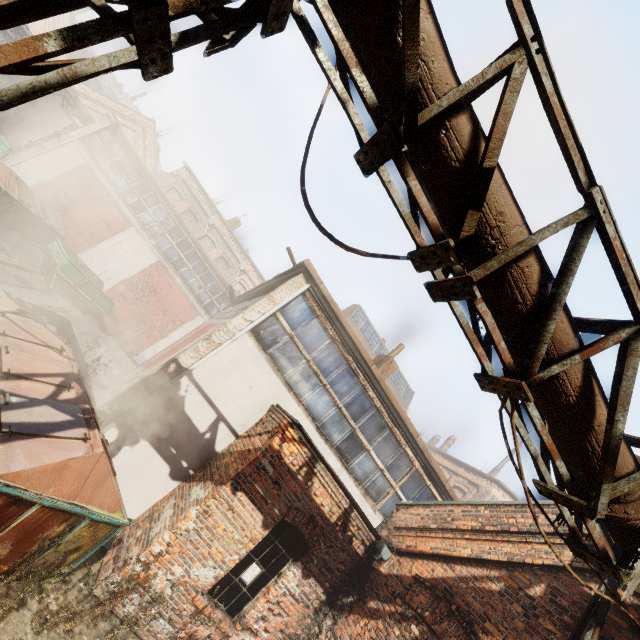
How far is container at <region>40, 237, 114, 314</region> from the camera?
13.16m

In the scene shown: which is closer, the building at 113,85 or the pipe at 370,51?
the pipe at 370,51

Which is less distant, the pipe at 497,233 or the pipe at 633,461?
the pipe at 497,233

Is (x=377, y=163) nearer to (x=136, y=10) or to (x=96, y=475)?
(x=136, y=10)

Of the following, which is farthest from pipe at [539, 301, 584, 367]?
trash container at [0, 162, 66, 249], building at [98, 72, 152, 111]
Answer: building at [98, 72, 152, 111]

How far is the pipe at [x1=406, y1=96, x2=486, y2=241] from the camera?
2.20m

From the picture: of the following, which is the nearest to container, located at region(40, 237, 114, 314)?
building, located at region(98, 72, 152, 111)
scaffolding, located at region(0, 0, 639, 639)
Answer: scaffolding, located at region(0, 0, 639, 639)
